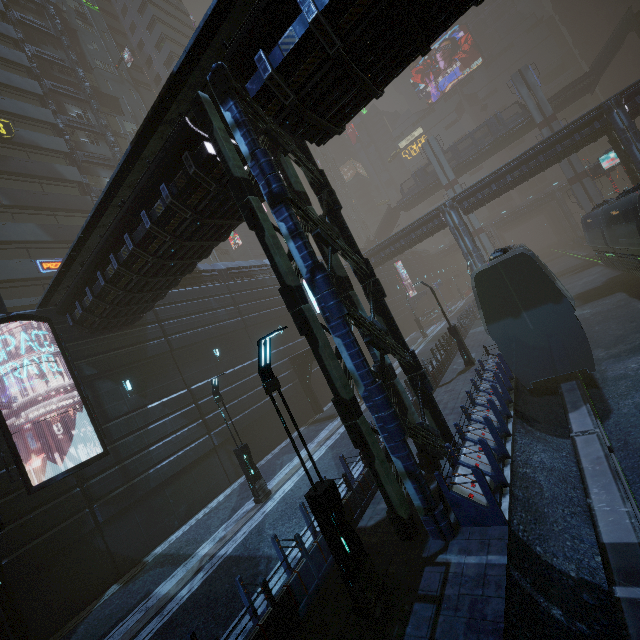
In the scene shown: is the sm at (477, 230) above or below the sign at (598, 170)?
above

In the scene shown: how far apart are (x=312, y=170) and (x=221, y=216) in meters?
3.4

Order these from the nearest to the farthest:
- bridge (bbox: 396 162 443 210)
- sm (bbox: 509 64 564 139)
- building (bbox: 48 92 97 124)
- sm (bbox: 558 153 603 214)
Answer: building (bbox: 48 92 97 124) < sm (bbox: 558 153 603 214) < sm (bbox: 509 64 564 139) < bridge (bbox: 396 162 443 210)

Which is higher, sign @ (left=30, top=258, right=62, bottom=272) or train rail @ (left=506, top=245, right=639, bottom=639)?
sign @ (left=30, top=258, right=62, bottom=272)

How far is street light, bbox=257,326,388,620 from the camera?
6.02m

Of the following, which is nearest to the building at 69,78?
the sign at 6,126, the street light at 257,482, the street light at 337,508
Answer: the sign at 6,126

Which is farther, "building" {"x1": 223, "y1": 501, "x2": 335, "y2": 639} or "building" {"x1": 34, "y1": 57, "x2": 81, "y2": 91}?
"building" {"x1": 34, "y1": 57, "x2": 81, "y2": 91}

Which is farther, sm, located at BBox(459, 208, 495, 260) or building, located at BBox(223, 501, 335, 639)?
sm, located at BBox(459, 208, 495, 260)
